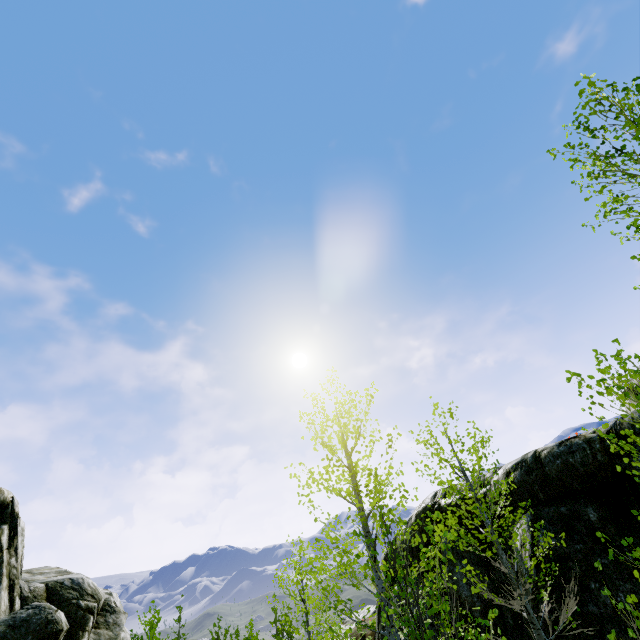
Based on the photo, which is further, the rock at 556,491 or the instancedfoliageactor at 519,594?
the rock at 556,491

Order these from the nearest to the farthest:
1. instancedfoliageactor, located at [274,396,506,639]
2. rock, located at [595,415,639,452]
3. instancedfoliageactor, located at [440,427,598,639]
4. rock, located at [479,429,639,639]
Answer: instancedfoliageactor, located at [274,396,506,639], instancedfoliageactor, located at [440,427,598,639], rock, located at [479,429,639,639], rock, located at [595,415,639,452]

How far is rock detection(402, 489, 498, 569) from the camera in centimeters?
909cm

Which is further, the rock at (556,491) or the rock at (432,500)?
the rock at (432,500)

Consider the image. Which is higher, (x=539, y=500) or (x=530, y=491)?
(x=530, y=491)

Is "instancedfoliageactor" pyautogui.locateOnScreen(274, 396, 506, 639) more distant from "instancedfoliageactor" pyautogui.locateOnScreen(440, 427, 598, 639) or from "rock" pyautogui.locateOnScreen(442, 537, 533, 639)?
"instancedfoliageactor" pyautogui.locateOnScreen(440, 427, 598, 639)
